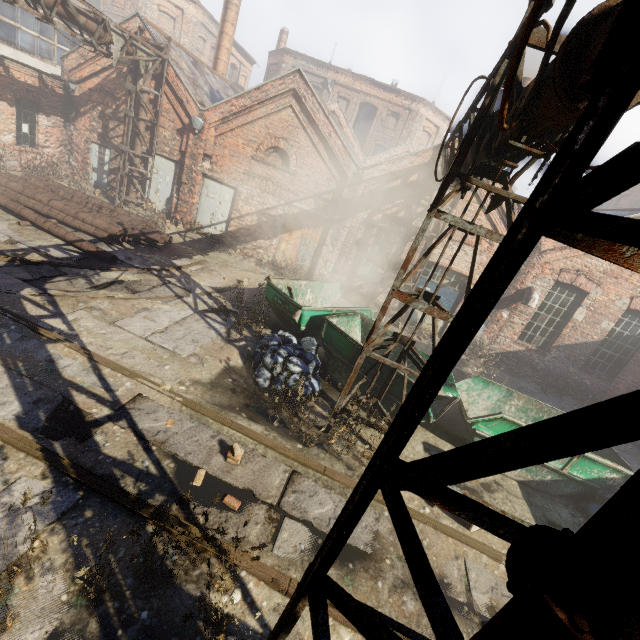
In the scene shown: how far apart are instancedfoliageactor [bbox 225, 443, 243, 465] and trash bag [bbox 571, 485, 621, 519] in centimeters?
729cm

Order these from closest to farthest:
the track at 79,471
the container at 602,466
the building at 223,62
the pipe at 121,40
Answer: the track at 79,471 < the container at 602,466 < the pipe at 121,40 < the building at 223,62

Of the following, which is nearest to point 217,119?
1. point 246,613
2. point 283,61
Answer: point 246,613

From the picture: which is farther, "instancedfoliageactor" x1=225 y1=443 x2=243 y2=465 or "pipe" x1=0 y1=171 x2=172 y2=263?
"pipe" x1=0 y1=171 x2=172 y2=263

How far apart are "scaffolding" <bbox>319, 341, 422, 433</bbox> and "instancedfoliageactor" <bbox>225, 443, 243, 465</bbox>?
1.23m

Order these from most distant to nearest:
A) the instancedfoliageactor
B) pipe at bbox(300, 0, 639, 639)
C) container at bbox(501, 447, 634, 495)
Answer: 1. container at bbox(501, 447, 634, 495)
2. the instancedfoliageactor
3. pipe at bbox(300, 0, 639, 639)

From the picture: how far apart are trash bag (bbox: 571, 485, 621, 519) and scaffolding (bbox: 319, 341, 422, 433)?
4.6m

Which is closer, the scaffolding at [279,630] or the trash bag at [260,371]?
the scaffolding at [279,630]
